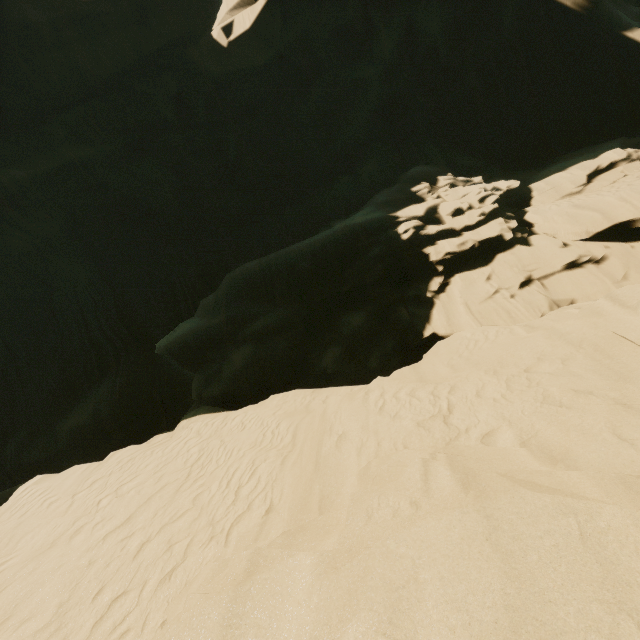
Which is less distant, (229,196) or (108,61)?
(108,61)
